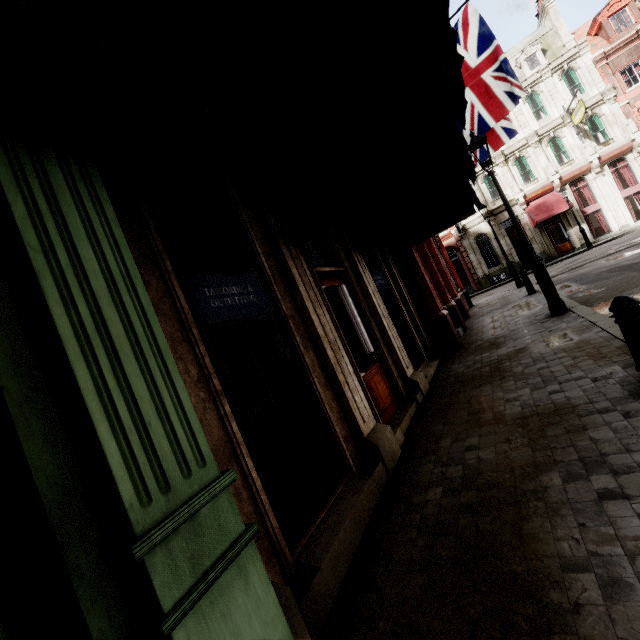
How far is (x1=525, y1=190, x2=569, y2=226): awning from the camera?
24.23m

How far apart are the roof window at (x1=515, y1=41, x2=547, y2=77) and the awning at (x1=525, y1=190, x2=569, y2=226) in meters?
9.4

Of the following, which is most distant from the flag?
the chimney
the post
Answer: the chimney

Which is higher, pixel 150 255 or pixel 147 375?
pixel 150 255

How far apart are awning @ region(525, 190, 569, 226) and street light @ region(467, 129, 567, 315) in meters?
21.1

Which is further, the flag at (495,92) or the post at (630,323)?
the flag at (495,92)

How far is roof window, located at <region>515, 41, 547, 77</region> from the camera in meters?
25.6

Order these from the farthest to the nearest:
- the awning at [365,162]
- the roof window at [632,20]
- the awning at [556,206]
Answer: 1. the awning at [556,206]
2. the roof window at [632,20]
3. the awning at [365,162]
